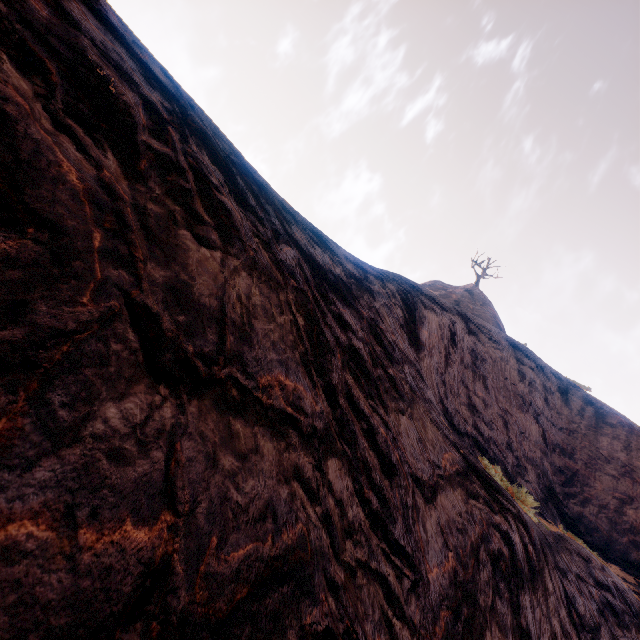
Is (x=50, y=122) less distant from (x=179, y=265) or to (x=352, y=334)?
(x=179, y=265)
